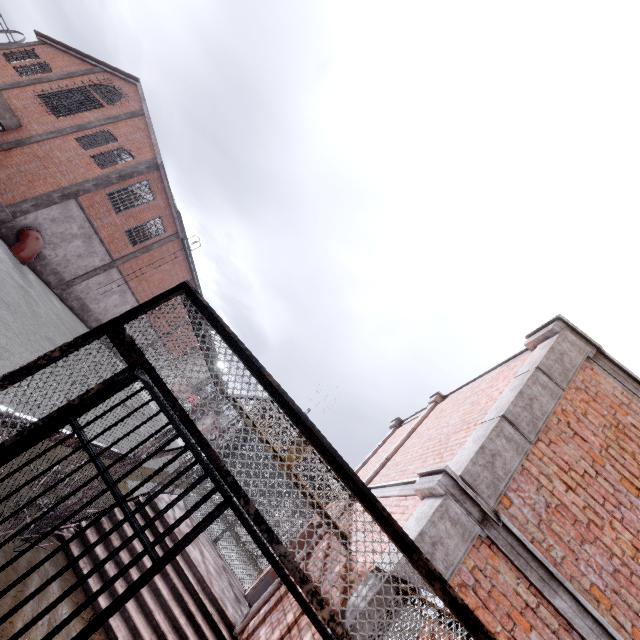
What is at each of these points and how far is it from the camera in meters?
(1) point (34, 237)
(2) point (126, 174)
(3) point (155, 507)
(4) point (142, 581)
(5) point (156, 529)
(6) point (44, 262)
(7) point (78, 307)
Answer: (1) pipe, 17.0 m
(2) column, 18.7 m
(3) stair, 6.3 m
(4) metal bar, 1.6 m
(5) stair, 5.9 m
(6) foundation, 19.1 m
(7) foundation, 23.1 m

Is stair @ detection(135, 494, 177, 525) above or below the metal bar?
below

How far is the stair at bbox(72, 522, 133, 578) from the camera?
4.4 meters

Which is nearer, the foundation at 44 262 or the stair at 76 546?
the stair at 76 546

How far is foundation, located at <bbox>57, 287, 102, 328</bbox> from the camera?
21.70m

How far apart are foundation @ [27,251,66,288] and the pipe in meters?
0.1 m

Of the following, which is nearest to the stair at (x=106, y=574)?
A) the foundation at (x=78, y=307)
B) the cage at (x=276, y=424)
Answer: the cage at (x=276, y=424)

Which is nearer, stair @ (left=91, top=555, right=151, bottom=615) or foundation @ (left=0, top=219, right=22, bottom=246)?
stair @ (left=91, top=555, right=151, bottom=615)
